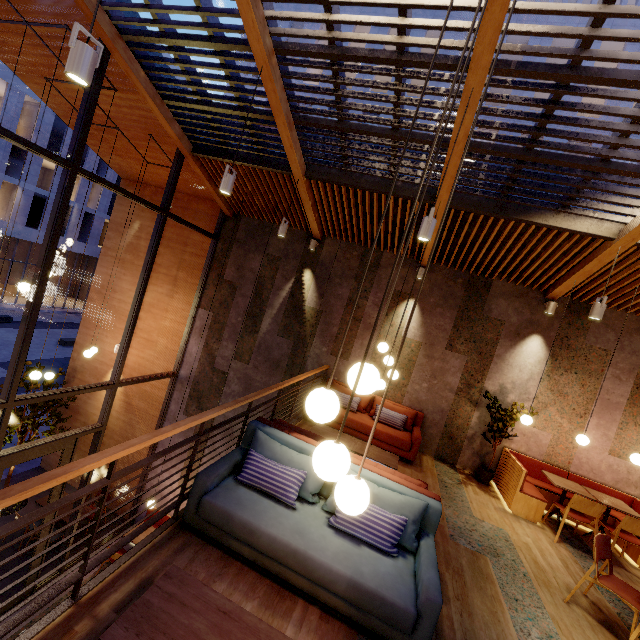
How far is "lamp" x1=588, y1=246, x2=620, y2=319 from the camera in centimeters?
475cm

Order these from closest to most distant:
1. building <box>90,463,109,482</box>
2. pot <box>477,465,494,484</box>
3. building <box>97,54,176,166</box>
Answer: building <box>97,54,176,166</box>, pot <box>477,465,494,484</box>, building <box>90,463,109,482</box>

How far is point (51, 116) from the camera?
24.2 meters

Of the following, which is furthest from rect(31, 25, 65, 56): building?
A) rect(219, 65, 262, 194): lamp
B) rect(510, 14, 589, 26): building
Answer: rect(510, 14, 589, 26): building

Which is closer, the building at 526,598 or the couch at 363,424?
the building at 526,598

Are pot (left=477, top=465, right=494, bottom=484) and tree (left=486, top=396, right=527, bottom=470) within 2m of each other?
yes

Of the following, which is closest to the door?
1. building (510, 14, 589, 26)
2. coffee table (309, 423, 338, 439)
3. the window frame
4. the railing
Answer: the window frame

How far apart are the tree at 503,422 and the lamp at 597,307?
2.32m
